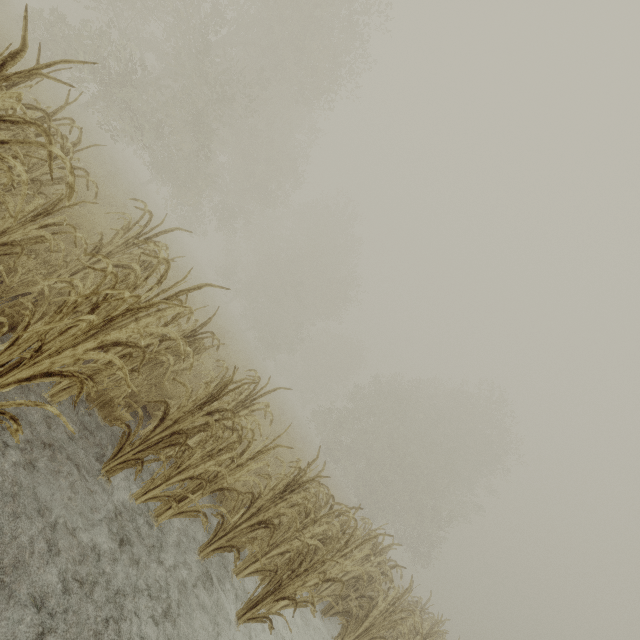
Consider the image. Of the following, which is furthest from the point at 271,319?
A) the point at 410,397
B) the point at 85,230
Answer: the point at 85,230
